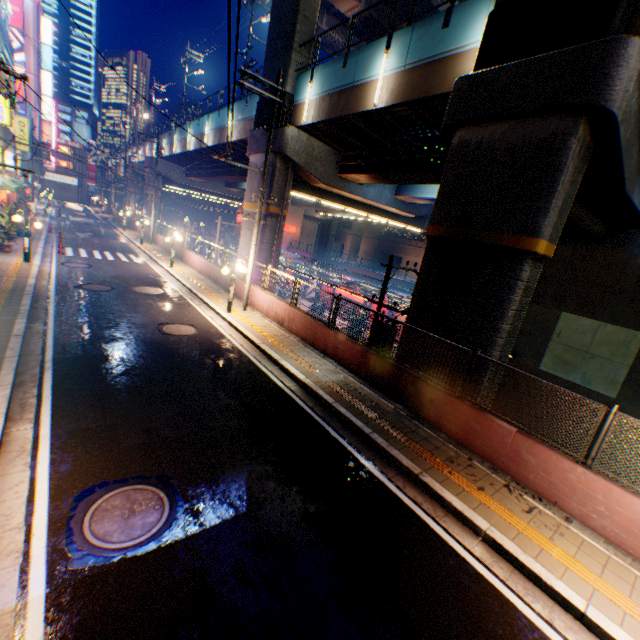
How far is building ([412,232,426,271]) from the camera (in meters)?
58.16

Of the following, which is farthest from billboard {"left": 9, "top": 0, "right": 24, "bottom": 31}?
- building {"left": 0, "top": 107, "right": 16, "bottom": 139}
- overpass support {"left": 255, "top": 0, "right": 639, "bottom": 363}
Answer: building {"left": 0, "top": 107, "right": 16, "bottom": 139}

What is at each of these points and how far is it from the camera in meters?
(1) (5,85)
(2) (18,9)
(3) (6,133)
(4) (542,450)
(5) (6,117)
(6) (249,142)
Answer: (1) electric pole, 8.4
(2) billboard, 43.8
(3) building, 20.4
(4) concrete block, 6.4
(5) sign, 15.2
(6) overpass support, 19.4

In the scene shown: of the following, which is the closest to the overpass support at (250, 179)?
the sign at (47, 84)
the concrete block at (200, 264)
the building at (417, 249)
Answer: the concrete block at (200, 264)

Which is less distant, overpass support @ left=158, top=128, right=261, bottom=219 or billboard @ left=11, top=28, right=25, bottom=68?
overpass support @ left=158, top=128, right=261, bottom=219

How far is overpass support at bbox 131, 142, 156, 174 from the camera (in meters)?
40.62

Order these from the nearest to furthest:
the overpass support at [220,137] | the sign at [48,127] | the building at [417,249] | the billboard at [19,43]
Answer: the overpass support at [220,137] < the billboard at [19,43] < the sign at [48,127] < the building at [417,249]

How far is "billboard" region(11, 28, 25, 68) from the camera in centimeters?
4434cm
